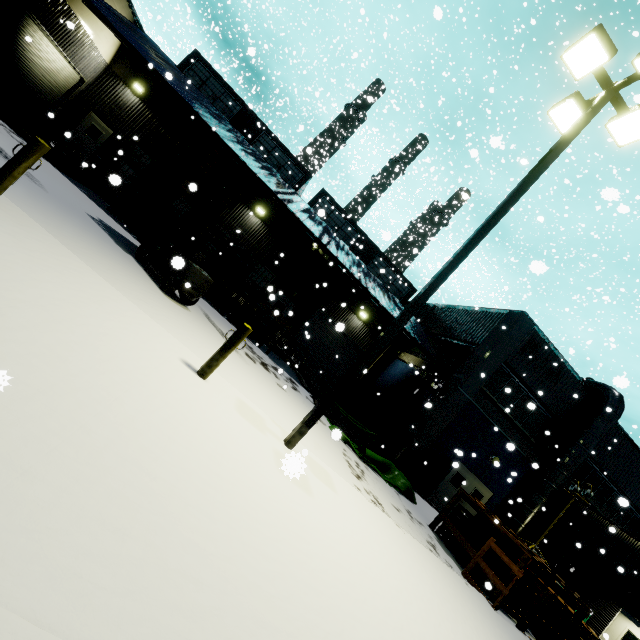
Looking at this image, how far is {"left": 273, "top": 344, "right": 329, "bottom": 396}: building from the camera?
15.7 meters

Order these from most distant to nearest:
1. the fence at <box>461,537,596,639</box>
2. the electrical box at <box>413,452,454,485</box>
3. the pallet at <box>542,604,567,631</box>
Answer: the electrical box at <box>413,452,454,485</box>
the pallet at <box>542,604,567,631</box>
the fence at <box>461,537,596,639</box>

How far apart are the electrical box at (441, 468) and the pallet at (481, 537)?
4.0m

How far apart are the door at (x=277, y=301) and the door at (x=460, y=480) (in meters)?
12.65

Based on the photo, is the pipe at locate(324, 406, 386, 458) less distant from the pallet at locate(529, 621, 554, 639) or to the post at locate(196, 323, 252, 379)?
the pallet at locate(529, 621, 554, 639)

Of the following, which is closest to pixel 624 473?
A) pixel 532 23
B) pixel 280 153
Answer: pixel 532 23

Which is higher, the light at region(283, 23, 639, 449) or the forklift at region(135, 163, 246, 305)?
the light at region(283, 23, 639, 449)
